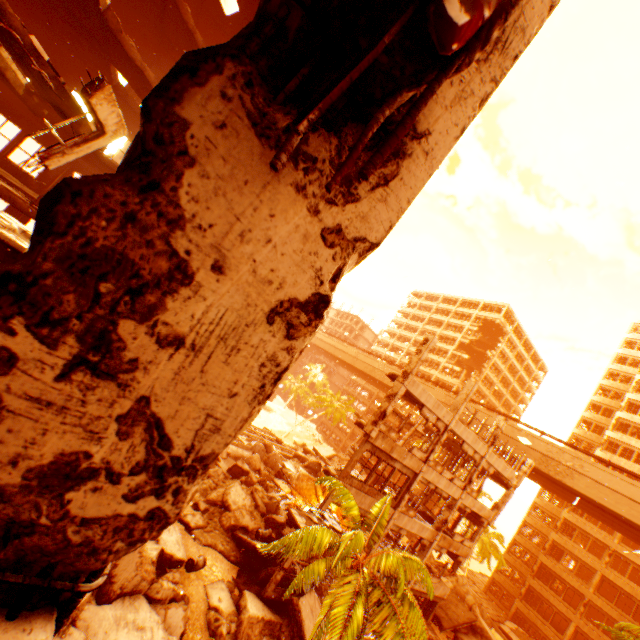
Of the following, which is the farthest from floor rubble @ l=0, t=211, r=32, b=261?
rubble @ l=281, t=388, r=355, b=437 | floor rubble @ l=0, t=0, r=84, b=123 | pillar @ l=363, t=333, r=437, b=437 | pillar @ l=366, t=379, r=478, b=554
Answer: pillar @ l=366, t=379, r=478, b=554

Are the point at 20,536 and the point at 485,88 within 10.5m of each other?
yes

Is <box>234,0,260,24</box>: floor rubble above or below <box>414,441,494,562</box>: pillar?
above

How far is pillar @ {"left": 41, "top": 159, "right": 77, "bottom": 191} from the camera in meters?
15.2

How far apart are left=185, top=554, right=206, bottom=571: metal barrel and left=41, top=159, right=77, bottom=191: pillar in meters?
18.2

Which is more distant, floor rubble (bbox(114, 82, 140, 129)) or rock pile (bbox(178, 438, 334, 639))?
floor rubble (bbox(114, 82, 140, 129))

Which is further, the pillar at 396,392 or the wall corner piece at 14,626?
the pillar at 396,392

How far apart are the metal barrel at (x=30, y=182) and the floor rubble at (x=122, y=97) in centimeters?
510cm
